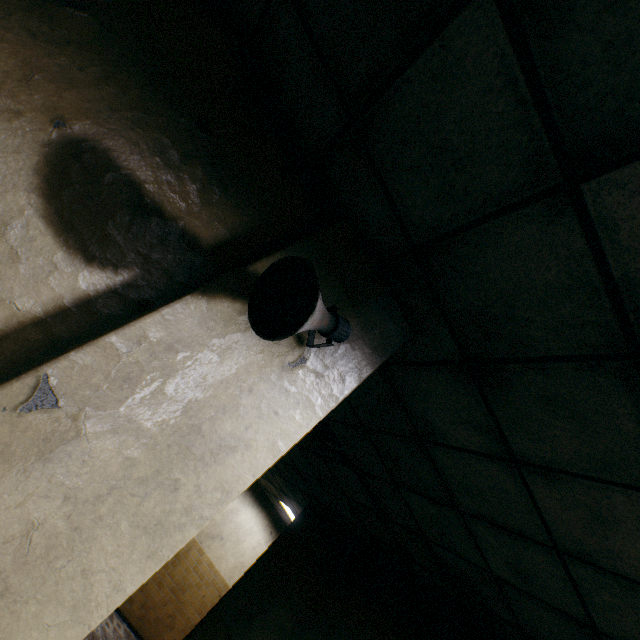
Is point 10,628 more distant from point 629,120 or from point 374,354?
point 629,120

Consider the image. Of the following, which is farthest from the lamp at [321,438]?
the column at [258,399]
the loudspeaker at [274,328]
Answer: the loudspeaker at [274,328]

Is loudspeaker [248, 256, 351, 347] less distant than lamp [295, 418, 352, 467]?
Yes

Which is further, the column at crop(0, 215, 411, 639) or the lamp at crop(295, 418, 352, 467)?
the lamp at crop(295, 418, 352, 467)

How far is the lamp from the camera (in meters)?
3.60

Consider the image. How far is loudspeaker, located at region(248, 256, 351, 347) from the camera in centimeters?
112cm

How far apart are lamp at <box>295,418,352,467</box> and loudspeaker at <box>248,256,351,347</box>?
2.30m

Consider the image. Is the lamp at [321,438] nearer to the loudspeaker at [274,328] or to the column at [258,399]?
the column at [258,399]
